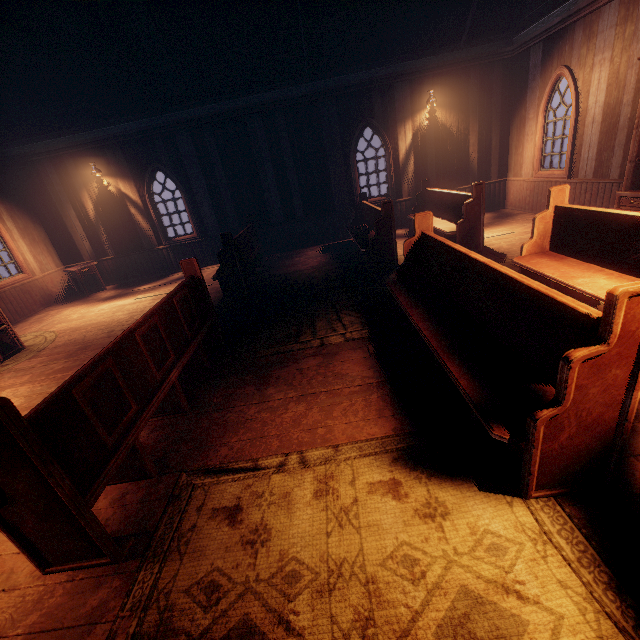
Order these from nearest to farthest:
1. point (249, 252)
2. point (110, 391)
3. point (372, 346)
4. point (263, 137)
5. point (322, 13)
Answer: Answer: point (110, 391), point (372, 346), point (322, 13), point (249, 252), point (263, 137)

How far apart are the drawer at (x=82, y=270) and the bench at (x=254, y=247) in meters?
4.4 m

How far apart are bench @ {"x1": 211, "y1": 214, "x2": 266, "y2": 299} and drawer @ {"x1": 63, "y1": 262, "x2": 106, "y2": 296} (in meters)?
4.37

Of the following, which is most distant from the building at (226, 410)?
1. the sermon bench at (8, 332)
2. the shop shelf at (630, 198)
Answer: the sermon bench at (8, 332)

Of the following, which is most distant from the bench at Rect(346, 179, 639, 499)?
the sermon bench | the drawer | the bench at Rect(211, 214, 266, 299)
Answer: the drawer

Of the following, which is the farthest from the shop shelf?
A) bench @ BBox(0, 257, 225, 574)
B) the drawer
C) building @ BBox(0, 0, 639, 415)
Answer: the drawer

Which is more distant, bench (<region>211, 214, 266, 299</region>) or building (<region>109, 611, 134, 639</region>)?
bench (<region>211, 214, 266, 299</region>)

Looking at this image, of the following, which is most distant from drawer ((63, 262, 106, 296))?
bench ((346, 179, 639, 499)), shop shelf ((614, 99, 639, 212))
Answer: shop shelf ((614, 99, 639, 212))
